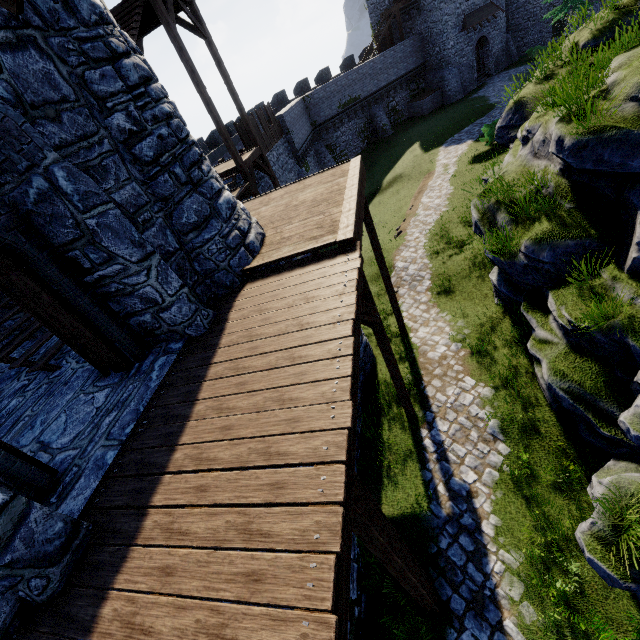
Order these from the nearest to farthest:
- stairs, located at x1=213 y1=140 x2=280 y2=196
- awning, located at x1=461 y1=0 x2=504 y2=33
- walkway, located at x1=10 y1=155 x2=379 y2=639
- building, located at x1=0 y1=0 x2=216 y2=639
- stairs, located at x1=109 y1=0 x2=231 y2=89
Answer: walkway, located at x1=10 y1=155 x2=379 y2=639
building, located at x1=0 y1=0 x2=216 y2=639
stairs, located at x1=109 y1=0 x2=231 y2=89
stairs, located at x1=213 y1=140 x2=280 y2=196
awning, located at x1=461 y1=0 x2=504 y2=33

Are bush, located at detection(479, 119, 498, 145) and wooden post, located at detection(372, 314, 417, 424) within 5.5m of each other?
no

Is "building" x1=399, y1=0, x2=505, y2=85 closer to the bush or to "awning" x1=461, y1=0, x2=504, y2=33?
"awning" x1=461, y1=0, x2=504, y2=33

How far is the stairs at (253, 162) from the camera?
13.8m

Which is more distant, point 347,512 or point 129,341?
point 129,341

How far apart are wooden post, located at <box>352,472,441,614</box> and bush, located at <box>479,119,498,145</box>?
Answer: 23.5m

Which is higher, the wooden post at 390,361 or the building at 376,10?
the building at 376,10

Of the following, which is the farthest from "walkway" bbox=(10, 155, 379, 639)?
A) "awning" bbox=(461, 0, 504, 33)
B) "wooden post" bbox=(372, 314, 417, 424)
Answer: "awning" bbox=(461, 0, 504, 33)
